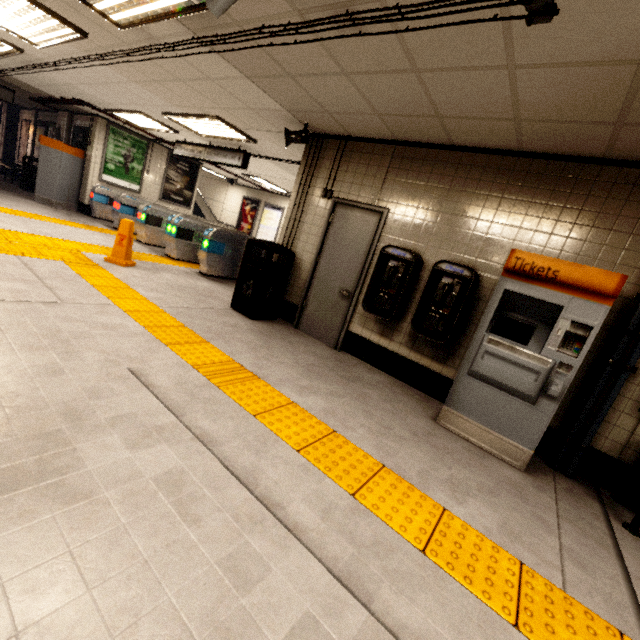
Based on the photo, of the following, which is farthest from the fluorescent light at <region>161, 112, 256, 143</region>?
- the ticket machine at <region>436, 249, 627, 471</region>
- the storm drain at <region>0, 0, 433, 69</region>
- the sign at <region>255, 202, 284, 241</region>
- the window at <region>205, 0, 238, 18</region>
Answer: the sign at <region>255, 202, 284, 241</region>

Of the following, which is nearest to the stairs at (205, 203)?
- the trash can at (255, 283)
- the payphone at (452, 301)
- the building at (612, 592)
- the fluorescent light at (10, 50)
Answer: the fluorescent light at (10, 50)

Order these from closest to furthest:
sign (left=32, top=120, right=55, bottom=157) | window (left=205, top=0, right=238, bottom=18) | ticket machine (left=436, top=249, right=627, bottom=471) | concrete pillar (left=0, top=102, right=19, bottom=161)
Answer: window (left=205, top=0, right=238, bottom=18), ticket machine (left=436, top=249, right=627, bottom=471), sign (left=32, top=120, right=55, bottom=157), concrete pillar (left=0, top=102, right=19, bottom=161)

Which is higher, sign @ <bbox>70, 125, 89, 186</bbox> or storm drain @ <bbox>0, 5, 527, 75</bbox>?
storm drain @ <bbox>0, 5, 527, 75</bbox>

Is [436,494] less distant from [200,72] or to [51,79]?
[200,72]

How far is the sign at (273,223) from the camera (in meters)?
13.95

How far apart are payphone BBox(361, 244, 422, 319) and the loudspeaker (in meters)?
2.16

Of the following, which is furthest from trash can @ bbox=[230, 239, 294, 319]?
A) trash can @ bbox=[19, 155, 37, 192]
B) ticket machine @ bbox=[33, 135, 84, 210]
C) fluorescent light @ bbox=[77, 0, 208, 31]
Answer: trash can @ bbox=[19, 155, 37, 192]
